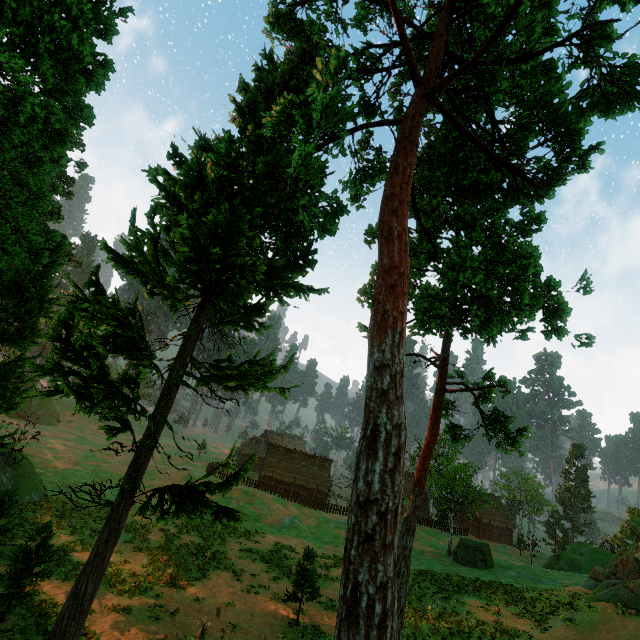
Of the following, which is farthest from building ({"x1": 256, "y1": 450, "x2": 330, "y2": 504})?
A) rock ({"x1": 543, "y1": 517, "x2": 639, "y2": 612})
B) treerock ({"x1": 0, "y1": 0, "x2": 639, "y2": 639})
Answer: rock ({"x1": 543, "y1": 517, "x2": 639, "y2": 612})

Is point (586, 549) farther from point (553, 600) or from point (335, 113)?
point (335, 113)

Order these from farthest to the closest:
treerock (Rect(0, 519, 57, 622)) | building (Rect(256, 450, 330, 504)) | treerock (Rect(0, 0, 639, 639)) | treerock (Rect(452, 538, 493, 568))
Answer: building (Rect(256, 450, 330, 504))
treerock (Rect(452, 538, 493, 568))
treerock (Rect(0, 519, 57, 622))
treerock (Rect(0, 0, 639, 639))

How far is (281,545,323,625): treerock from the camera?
17.44m

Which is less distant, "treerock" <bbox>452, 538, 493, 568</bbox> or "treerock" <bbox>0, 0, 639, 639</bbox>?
"treerock" <bbox>0, 0, 639, 639</bbox>

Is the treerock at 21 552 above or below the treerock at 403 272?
below

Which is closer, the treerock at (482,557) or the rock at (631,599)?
the rock at (631,599)
